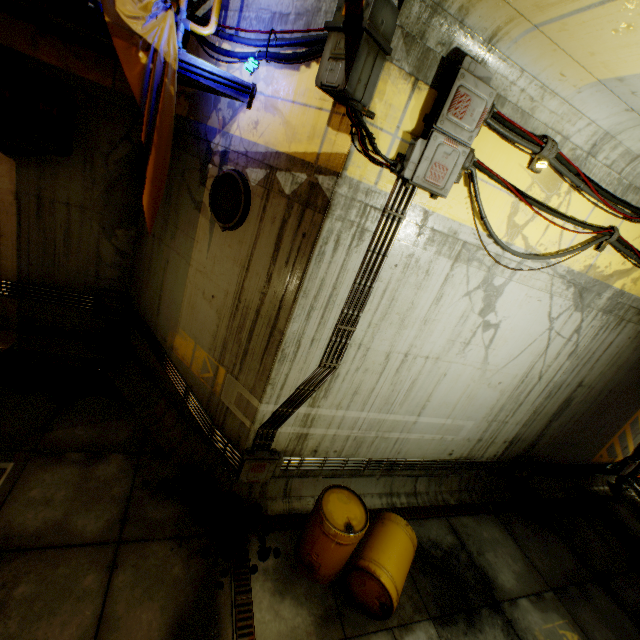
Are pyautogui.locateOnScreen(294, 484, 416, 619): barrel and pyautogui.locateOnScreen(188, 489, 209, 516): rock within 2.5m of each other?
yes

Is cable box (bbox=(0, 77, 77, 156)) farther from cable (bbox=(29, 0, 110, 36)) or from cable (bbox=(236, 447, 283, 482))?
cable (bbox=(236, 447, 283, 482))

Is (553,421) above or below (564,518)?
above

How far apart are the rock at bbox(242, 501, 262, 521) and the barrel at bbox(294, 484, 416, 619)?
0.7 meters

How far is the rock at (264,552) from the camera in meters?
4.8

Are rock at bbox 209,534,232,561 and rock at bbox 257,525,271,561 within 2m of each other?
yes

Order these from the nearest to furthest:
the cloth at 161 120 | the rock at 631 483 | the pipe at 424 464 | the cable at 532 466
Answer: the cloth at 161 120
the pipe at 424 464
the cable at 532 466
the rock at 631 483

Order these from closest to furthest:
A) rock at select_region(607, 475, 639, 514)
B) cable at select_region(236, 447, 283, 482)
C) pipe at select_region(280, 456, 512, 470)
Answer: cable at select_region(236, 447, 283, 482) → pipe at select_region(280, 456, 512, 470) → rock at select_region(607, 475, 639, 514)
